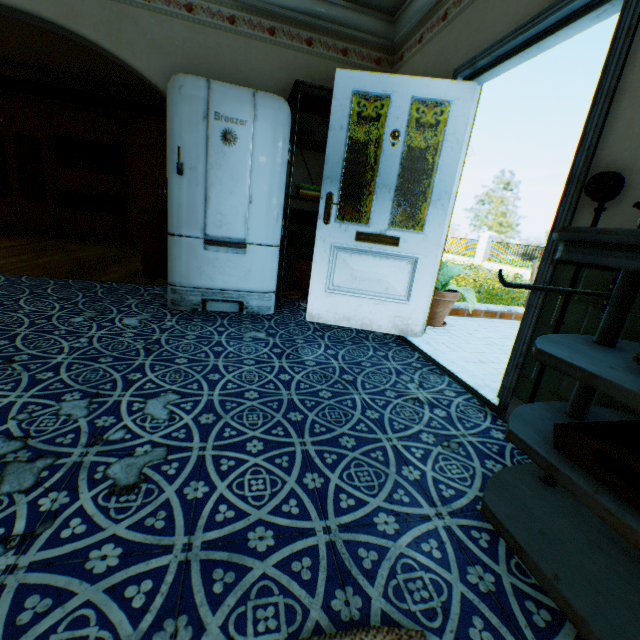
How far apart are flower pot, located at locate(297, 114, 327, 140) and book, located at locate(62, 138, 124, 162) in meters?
5.5

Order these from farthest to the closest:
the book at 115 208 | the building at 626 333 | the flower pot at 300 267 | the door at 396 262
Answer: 1. the book at 115 208
2. the flower pot at 300 267
3. the door at 396 262
4. the building at 626 333

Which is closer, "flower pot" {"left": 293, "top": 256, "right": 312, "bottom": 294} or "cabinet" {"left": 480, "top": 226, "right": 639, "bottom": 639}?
"cabinet" {"left": 480, "top": 226, "right": 639, "bottom": 639}

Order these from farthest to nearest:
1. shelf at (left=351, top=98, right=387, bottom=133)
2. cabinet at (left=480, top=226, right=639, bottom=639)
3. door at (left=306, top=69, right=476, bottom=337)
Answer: shelf at (left=351, top=98, right=387, bottom=133), door at (left=306, top=69, right=476, bottom=337), cabinet at (left=480, top=226, right=639, bottom=639)

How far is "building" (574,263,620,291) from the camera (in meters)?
1.44

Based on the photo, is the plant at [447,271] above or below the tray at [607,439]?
above

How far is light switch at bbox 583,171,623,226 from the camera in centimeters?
140cm

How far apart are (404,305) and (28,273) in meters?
4.3 m
